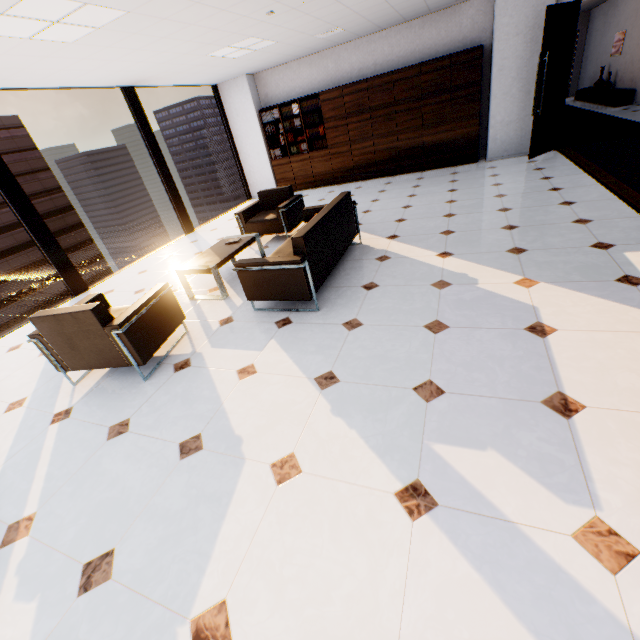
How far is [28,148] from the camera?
50.2 meters

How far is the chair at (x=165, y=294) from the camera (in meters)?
2.71

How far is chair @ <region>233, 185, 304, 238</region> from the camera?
5.4m

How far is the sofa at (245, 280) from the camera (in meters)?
3.13

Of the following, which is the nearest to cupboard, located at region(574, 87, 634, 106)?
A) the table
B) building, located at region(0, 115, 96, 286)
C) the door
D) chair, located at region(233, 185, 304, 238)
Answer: the door

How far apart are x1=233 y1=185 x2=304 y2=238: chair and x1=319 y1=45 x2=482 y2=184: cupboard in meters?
3.5 m

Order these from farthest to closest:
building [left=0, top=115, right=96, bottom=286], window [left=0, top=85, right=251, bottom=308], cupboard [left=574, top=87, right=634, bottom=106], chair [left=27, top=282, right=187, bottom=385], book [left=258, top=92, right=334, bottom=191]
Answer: building [left=0, top=115, right=96, bottom=286] → cupboard [left=574, top=87, right=634, bottom=106] → book [left=258, top=92, right=334, bottom=191] → window [left=0, top=85, right=251, bottom=308] → chair [left=27, top=282, right=187, bottom=385]

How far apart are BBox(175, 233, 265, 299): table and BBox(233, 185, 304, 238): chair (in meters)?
0.72
